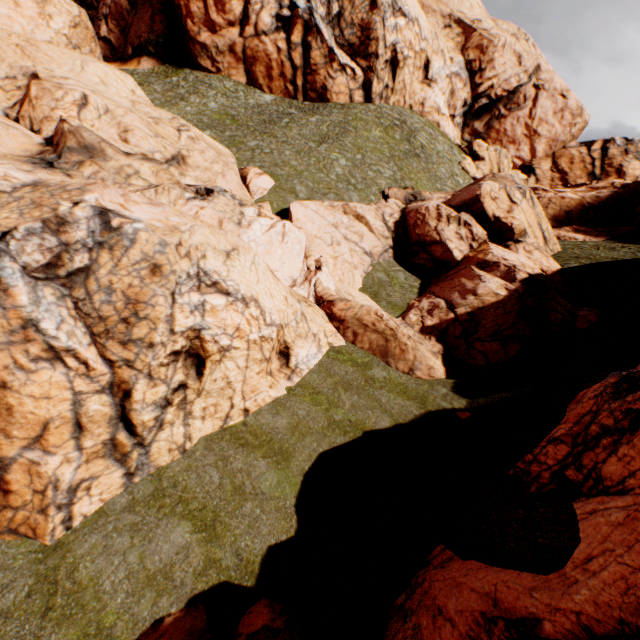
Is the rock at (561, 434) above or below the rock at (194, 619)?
above

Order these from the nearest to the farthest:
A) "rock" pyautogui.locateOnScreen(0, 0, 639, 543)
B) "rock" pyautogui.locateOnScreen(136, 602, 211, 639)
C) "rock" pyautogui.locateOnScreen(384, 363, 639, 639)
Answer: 1. "rock" pyautogui.locateOnScreen(384, 363, 639, 639)
2. "rock" pyautogui.locateOnScreen(136, 602, 211, 639)
3. "rock" pyautogui.locateOnScreen(0, 0, 639, 543)

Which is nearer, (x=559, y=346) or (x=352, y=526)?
(x=352, y=526)

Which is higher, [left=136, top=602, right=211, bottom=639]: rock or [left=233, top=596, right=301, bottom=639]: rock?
[left=233, top=596, right=301, bottom=639]: rock

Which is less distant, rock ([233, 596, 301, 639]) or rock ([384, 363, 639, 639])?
rock ([384, 363, 639, 639])
